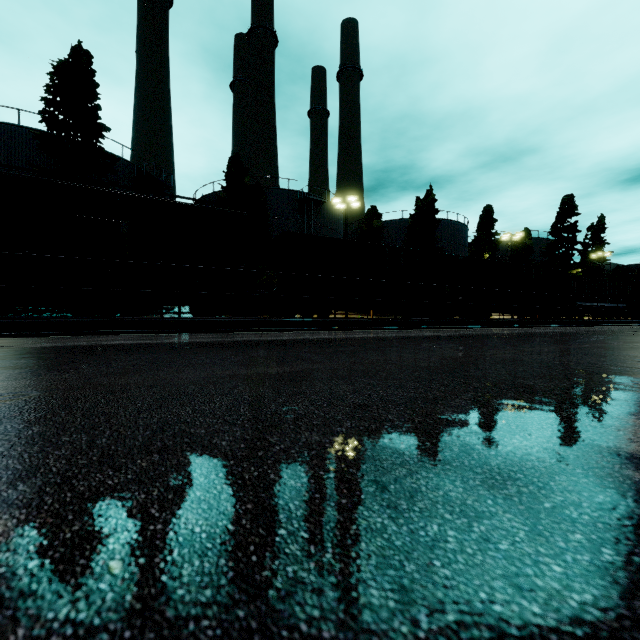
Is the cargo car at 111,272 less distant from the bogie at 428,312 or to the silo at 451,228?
the silo at 451,228

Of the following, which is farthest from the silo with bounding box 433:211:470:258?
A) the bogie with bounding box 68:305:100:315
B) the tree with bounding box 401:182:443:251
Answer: the bogie with bounding box 68:305:100:315

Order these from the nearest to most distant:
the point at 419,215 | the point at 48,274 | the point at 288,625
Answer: the point at 288,625 < the point at 48,274 < the point at 419,215

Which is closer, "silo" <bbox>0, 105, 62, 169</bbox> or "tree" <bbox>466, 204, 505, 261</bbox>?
"silo" <bbox>0, 105, 62, 169</bbox>

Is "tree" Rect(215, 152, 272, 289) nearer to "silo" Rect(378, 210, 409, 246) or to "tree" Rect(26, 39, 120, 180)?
"silo" Rect(378, 210, 409, 246)

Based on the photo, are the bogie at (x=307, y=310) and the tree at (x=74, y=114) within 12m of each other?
no

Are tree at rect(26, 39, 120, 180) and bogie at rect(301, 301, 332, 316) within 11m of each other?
no

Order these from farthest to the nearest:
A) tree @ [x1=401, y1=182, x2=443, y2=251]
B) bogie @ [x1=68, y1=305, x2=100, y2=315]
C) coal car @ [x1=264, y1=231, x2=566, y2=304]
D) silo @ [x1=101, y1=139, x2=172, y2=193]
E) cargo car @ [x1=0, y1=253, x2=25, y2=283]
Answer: tree @ [x1=401, y1=182, x2=443, y2=251] → silo @ [x1=101, y1=139, x2=172, y2=193] → coal car @ [x1=264, y1=231, x2=566, y2=304] → bogie @ [x1=68, y1=305, x2=100, y2=315] → cargo car @ [x1=0, y1=253, x2=25, y2=283]
